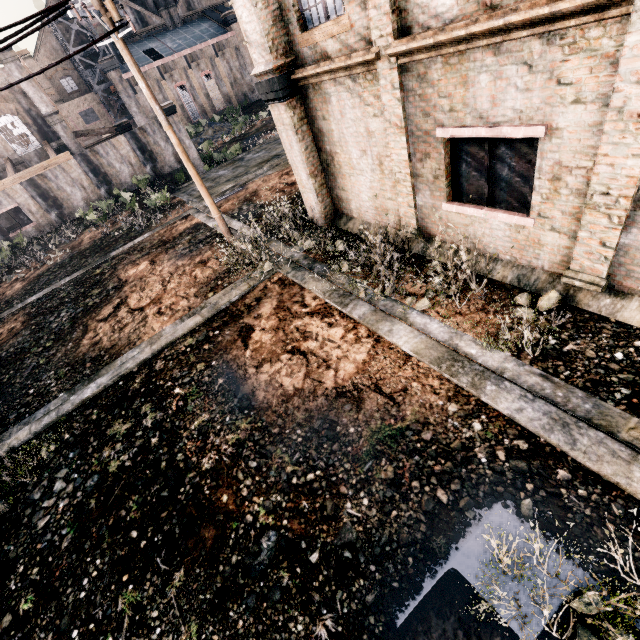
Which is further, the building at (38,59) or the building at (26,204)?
the building at (26,204)

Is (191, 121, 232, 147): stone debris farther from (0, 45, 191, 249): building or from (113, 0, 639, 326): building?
(113, 0, 639, 326): building

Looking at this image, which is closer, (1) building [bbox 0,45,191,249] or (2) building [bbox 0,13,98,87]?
(2) building [bbox 0,13,98,87]

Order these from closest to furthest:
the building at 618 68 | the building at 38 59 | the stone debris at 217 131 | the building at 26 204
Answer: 1. the building at 618 68
2. the building at 38 59
3. the building at 26 204
4. the stone debris at 217 131

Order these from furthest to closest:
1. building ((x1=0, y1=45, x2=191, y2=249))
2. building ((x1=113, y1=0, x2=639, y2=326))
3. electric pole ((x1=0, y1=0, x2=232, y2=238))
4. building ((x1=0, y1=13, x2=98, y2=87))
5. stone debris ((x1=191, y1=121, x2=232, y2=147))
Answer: stone debris ((x1=191, y1=121, x2=232, y2=147))
building ((x1=0, y1=45, x2=191, y2=249))
building ((x1=0, y1=13, x2=98, y2=87))
electric pole ((x1=0, y1=0, x2=232, y2=238))
building ((x1=113, y1=0, x2=639, y2=326))

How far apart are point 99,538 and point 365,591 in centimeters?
521cm

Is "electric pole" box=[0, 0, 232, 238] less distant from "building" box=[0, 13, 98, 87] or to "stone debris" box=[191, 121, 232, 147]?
"building" box=[0, 13, 98, 87]

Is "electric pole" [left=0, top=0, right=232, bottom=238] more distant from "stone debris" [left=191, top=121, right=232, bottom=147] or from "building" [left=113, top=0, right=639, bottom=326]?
"stone debris" [left=191, top=121, right=232, bottom=147]
